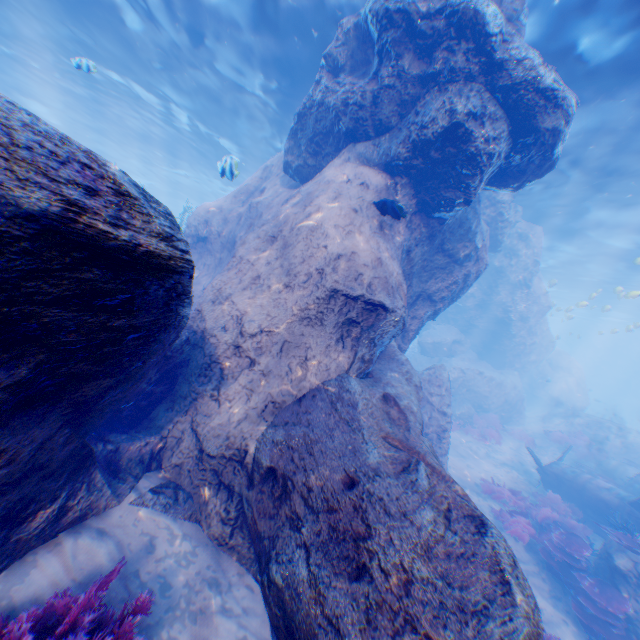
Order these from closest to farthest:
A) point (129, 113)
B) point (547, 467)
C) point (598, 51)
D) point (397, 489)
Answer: point (397, 489)
point (598, 51)
point (547, 467)
point (129, 113)

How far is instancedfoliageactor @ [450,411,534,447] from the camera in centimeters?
1797cm

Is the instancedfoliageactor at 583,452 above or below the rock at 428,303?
below

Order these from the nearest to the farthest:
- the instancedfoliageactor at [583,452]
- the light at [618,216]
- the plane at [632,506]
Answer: the light at [618,216], the plane at [632,506], the instancedfoliageactor at [583,452]

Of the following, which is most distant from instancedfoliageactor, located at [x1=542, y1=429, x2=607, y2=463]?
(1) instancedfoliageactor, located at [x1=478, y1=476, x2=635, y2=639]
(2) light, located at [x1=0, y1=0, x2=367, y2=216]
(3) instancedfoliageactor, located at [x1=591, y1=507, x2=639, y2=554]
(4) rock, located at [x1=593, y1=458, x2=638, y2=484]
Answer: (3) instancedfoliageactor, located at [x1=591, y1=507, x2=639, y2=554]

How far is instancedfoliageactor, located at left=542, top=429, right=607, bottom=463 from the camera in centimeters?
1759cm

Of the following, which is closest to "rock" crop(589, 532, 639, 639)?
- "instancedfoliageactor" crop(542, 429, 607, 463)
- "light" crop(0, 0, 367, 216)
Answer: "light" crop(0, 0, 367, 216)

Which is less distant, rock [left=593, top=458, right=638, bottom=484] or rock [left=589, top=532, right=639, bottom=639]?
rock [left=589, top=532, right=639, bottom=639]
